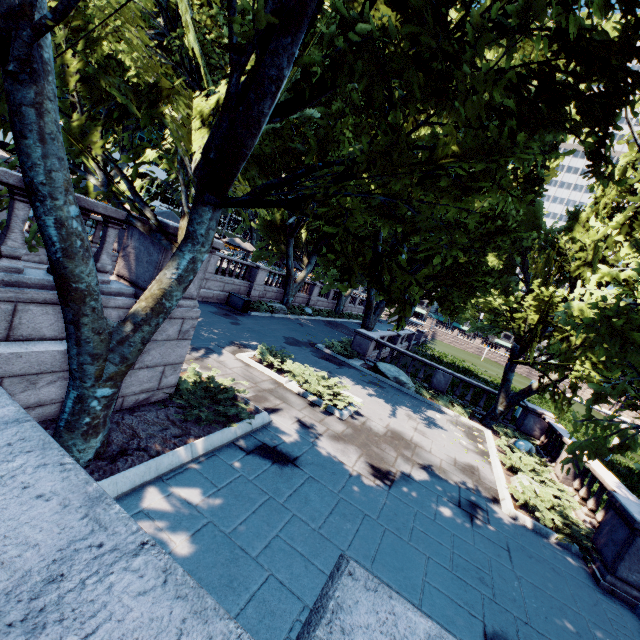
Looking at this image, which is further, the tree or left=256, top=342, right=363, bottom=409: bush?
left=256, top=342, right=363, bottom=409: bush

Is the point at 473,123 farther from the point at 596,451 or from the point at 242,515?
the point at 242,515

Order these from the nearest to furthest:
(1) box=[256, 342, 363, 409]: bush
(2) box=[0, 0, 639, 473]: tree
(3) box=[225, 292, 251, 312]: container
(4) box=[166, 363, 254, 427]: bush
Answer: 1. (2) box=[0, 0, 639, 473]: tree
2. (4) box=[166, 363, 254, 427]: bush
3. (1) box=[256, 342, 363, 409]: bush
4. (3) box=[225, 292, 251, 312]: container

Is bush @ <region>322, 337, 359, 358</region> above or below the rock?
above

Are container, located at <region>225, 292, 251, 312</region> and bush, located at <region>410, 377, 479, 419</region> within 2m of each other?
no

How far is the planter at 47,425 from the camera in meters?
5.3

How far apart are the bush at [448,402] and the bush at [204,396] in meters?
11.7 m

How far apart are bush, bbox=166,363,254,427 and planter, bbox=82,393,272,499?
0.0 meters
